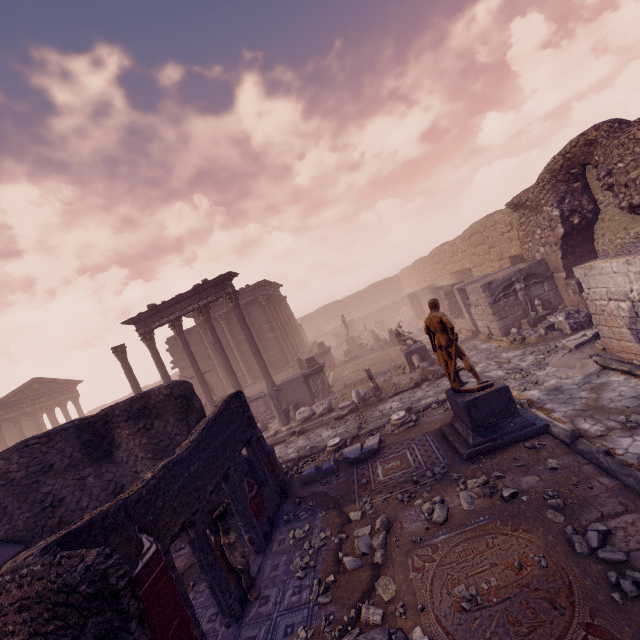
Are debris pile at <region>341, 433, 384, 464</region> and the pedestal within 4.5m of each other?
yes

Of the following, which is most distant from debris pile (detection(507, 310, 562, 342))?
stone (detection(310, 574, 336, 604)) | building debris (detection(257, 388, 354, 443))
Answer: stone (detection(310, 574, 336, 604))

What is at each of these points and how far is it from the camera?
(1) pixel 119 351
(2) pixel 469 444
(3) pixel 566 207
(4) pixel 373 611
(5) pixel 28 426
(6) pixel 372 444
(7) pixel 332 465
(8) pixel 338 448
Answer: (1) column, 17.50m
(2) pedestal, 6.83m
(3) wall arch, 11.53m
(4) rocks, 4.24m
(5) building, 30.64m
(6) debris pile, 8.73m
(7) debris pile, 8.61m
(8) column base, 9.64m

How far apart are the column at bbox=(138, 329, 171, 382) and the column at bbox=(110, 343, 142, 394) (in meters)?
0.85

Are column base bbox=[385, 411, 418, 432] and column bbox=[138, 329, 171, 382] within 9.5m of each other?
no

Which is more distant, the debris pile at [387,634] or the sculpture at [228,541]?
the sculpture at [228,541]

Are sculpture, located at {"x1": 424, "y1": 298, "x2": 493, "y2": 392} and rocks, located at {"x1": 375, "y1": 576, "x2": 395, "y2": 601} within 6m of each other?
yes

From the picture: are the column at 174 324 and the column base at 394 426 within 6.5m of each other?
no
